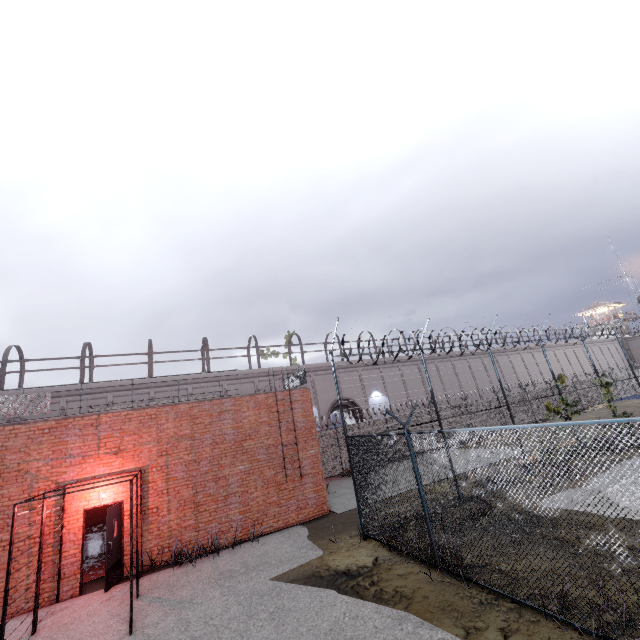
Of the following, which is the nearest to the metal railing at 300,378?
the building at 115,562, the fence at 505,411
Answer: the fence at 505,411

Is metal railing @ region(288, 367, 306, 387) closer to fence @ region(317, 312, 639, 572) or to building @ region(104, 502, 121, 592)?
fence @ region(317, 312, 639, 572)

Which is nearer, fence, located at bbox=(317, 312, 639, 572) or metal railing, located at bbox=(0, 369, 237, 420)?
fence, located at bbox=(317, 312, 639, 572)

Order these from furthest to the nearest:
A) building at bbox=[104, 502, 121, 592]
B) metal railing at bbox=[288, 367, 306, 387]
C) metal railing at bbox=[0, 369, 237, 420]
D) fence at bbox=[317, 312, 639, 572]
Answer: metal railing at bbox=[288, 367, 306, 387], metal railing at bbox=[0, 369, 237, 420], building at bbox=[104, 502, 121, 592], fence at bbox=[317, 312, 639, 572]

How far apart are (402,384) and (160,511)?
25.28m

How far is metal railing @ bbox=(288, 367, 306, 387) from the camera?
14.6 meters
